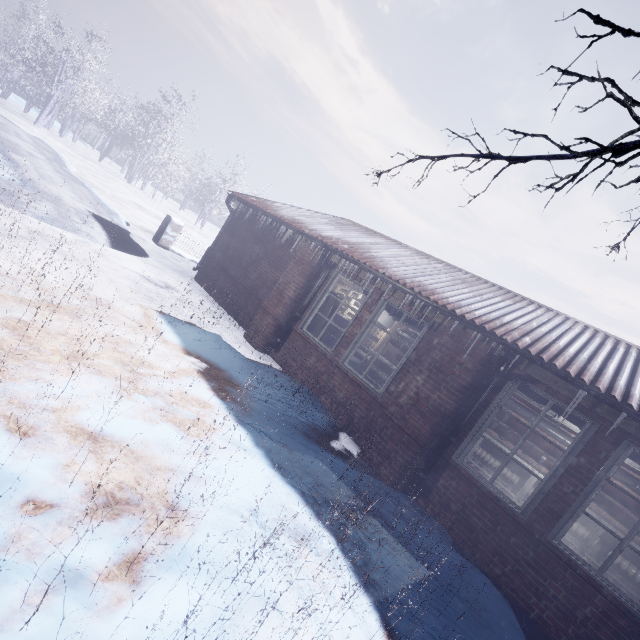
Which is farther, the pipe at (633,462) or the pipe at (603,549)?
the pipe at (603,549)

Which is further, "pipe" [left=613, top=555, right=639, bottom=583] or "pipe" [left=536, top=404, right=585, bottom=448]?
"pipe" [left=613, top=555, right=639, bottom=583]

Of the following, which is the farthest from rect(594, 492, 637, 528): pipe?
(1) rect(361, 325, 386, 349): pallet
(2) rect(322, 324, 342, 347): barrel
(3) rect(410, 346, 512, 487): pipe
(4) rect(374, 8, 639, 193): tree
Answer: (1) rect(361, 325, 386, 349): pallet

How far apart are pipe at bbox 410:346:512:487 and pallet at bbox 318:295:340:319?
2.8 meters

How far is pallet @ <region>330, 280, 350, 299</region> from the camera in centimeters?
601cm

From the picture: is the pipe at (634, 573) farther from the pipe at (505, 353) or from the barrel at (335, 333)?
the pipe at (505, 353)

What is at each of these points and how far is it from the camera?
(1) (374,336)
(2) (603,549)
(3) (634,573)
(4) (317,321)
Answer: (1) pallet, 14.7m
(2) pipe, 5.2m
(3) pipe, 4.9m
(4) pallet, 6.2m

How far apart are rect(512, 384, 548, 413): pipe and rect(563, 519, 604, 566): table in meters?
1.0 m
